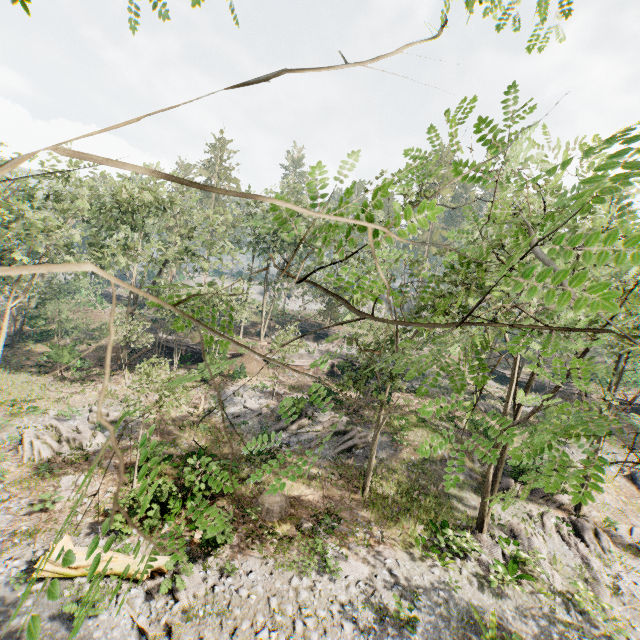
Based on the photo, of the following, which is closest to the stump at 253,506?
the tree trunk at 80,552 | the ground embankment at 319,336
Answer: the tree trunk at 80,552

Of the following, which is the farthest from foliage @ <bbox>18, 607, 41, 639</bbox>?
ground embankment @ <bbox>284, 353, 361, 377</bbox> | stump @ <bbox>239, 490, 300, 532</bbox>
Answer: stump @ <bbox>239, 490, 300, 532</bbox>

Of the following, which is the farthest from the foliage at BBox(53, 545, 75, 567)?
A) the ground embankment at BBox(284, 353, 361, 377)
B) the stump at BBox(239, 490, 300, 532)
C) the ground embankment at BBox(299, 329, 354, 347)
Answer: the stump at BBox(239, 490, 300, 532)

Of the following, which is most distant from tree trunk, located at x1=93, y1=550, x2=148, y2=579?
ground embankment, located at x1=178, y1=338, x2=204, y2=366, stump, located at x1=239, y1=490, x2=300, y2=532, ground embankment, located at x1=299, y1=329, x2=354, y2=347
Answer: ground embankment, located at x1=299, y1=329, x2=354, y2=347

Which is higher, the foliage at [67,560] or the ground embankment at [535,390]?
the foliage at [67,560]

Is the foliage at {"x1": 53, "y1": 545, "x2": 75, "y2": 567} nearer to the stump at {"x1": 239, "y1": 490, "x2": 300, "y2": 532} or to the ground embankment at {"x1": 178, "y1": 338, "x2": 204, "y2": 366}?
the ground embankment at {"x1": 178, "y1": 338, "x2": 204, "y2": 366}

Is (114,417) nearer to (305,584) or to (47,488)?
(47,488)
